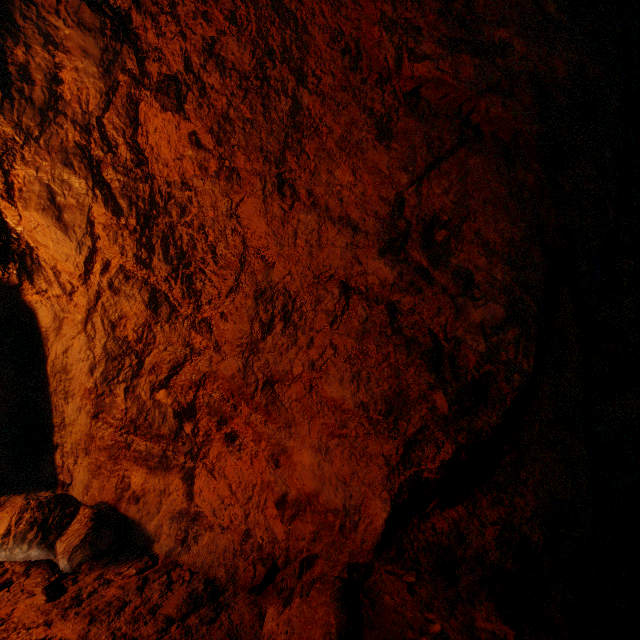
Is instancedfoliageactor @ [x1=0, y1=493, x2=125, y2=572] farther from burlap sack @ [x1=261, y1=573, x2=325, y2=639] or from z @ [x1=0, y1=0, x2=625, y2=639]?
burlap sack @ [x1=261, y1=573, x2=325, y2=639]

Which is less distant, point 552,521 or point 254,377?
point 552,521

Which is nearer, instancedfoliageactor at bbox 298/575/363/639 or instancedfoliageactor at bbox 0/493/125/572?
instancedfoliageactor at bbox 298/575/363/639

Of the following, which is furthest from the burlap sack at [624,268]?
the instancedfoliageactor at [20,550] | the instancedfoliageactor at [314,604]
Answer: the instancedfoliageactor at [20,550]

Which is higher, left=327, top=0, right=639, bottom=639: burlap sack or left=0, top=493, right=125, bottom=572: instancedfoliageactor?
left=327, top=0, right=639, bottom=639: burlap sack

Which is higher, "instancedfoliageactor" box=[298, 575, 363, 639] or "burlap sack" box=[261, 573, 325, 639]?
"instancedfoliageactor" box=[298, 575, 363, 639]

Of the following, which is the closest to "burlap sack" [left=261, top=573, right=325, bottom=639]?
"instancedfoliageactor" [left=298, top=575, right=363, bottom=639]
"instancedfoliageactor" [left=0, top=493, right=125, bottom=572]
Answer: "instancedfoliageactor" [left=298, top=575, right=363, bottom=639]
